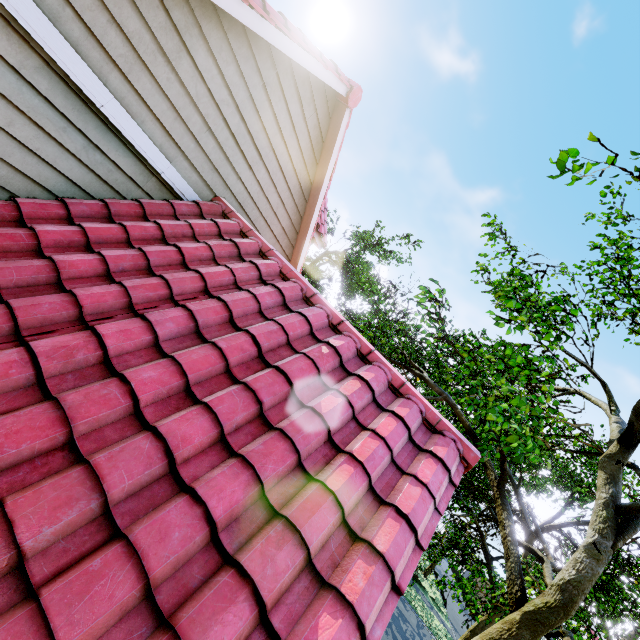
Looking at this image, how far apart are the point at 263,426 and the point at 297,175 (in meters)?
5.09
